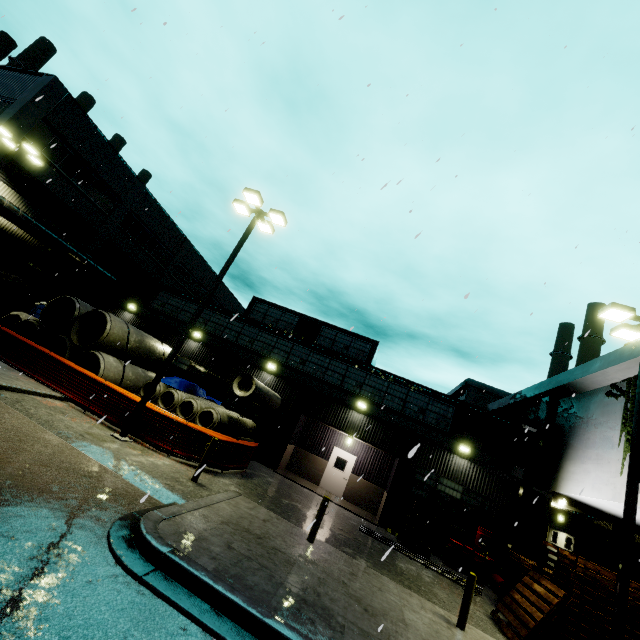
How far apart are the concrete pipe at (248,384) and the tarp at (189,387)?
0.8m

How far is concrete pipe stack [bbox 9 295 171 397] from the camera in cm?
1474

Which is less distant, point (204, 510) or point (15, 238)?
point (204, 510)

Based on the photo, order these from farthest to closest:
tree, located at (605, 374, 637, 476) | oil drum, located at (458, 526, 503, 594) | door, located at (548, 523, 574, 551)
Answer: door, located at (548, 523, 574, 551) < oil drum, located at (458, 526, 503, 594) < tree, located at (605, 374, 637, 476)

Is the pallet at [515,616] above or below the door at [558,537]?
below

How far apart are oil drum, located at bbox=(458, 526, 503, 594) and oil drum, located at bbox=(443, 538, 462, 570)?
0.20m

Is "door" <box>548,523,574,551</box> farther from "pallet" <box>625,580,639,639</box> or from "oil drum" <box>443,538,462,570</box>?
"oil drum" <box>443,538,462,570</box>

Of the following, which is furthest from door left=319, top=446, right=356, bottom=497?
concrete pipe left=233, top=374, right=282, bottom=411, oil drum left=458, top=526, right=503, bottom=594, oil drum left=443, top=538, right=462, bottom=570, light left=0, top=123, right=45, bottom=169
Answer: light left=0, top=123, right=45, bottom=169
